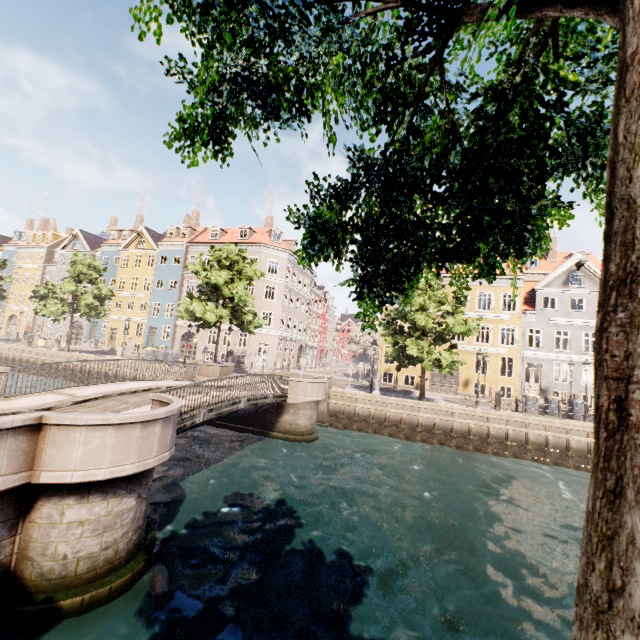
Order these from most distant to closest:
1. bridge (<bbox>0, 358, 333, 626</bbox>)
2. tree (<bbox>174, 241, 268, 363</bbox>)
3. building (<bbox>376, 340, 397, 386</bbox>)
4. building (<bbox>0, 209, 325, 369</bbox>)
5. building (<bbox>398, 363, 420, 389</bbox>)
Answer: building (<bbox>0, 209, 325, 369</bbox>) → building (<bbox>376, 340, 397, 386</bbox>) → building (<bbox>398, 363, 420, 389</bbox>) → tree (<bbox>174, 241, 268, 363</bbox>) → bridge (<bbox>0, 358, 333, 626</bbox>)

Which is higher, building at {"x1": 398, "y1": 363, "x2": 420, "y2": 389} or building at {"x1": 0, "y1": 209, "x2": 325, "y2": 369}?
building at {"x1": 0, "y1": 209, "x2": 325, "y2": 369}

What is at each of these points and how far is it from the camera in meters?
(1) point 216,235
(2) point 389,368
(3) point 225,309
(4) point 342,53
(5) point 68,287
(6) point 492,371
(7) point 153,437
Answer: (1) building, 38.9
(2) building, 30.6
(3) tree, 24.2
(4) tree, 1.3
(5) tree, 28.8
(6) building, 28.1
(7) bridge, 6.4

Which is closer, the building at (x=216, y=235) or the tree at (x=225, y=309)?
the tree at (x=225, y=309)

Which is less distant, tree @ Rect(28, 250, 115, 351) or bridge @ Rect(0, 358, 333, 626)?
bridge @ Rect(0, 358, 333, 626)

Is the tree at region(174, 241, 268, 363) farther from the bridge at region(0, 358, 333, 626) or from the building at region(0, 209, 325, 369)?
the building at region(0, 209, 325, 369)

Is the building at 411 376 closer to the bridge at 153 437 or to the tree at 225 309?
the tree at 225 309

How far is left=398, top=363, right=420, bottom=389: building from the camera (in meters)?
29.72
